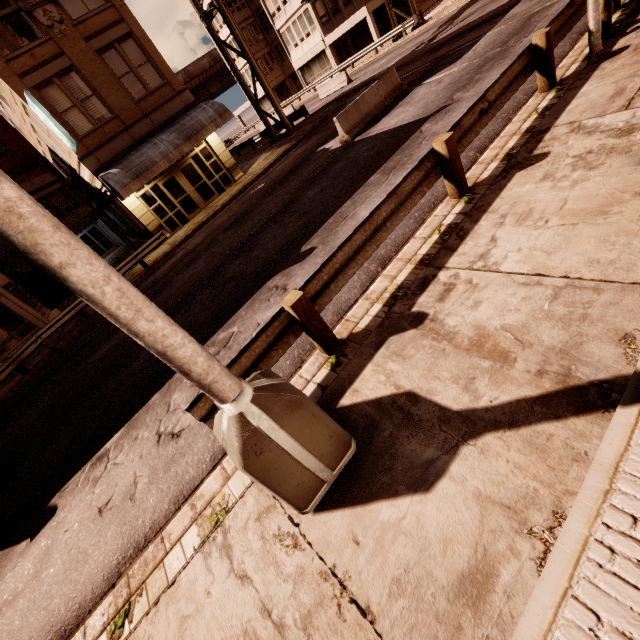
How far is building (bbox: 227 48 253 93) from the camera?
48.12m

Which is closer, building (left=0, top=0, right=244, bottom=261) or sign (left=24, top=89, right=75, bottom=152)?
sign (left=24, top=89, right=75, bottom=152)

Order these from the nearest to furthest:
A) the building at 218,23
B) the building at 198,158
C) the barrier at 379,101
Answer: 1. the barrier at 379,101
2. the building at 198,158
3. the building at 218,23

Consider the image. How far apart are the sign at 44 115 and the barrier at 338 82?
21.6 meters

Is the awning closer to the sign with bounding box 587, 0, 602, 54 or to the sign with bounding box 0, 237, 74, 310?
the sign with bounding box 587, 0, 602, 54

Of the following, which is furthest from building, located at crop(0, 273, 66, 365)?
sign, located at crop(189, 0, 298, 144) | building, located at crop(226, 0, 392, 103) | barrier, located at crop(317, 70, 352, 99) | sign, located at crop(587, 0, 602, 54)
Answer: building, located at crop(226, 0, 392, 103)

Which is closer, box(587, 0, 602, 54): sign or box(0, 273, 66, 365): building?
box(587, 0, 602, 54): sign

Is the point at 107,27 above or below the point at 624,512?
above
